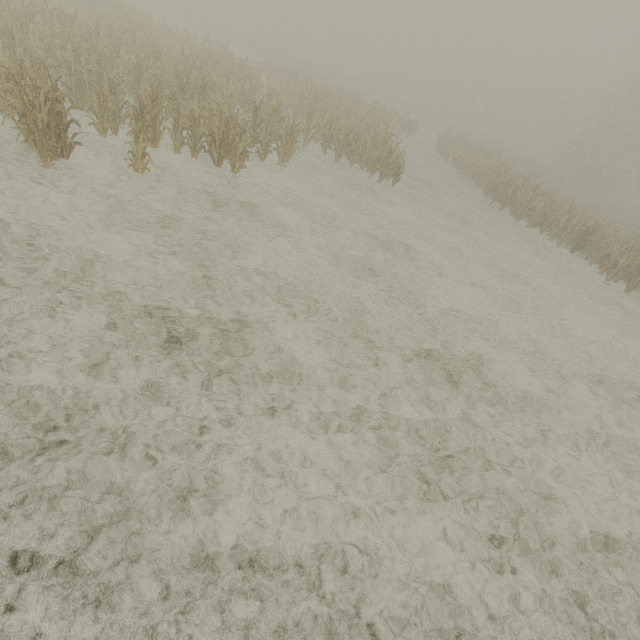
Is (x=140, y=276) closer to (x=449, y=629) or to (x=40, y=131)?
(x=40, y=131)
